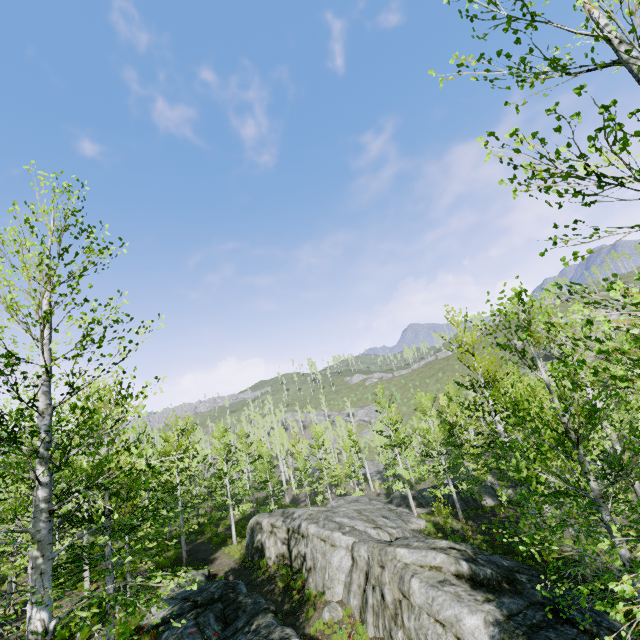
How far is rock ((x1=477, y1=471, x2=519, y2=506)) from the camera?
24.77m

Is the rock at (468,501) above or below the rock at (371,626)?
below

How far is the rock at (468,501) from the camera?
24.5 meters

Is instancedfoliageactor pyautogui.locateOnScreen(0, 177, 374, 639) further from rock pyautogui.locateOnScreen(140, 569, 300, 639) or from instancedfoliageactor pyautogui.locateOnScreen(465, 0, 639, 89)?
instancedfoliageactor pyautogui.locateOnScreen(465, 0, 639, 89)

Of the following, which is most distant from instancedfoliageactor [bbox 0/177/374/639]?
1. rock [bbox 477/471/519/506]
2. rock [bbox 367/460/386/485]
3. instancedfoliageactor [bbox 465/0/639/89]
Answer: instancedfoliageactor [bbox 465/0/639/89]

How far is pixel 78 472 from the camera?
6.51m

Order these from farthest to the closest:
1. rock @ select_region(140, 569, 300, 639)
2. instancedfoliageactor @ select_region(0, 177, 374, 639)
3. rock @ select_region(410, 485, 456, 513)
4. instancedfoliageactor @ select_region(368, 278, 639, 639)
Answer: rock @ select_region(410, 485, 456, 513), rock @ select_region(140, 569, 300, 639), instancedfoliageactor @ select_region(0, 177, 374, 639), instancedfoliageactor @ select_region(368, 278, 639, 639)

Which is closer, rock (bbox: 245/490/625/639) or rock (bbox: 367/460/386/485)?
rock (bbox: 245/490/625/639)
